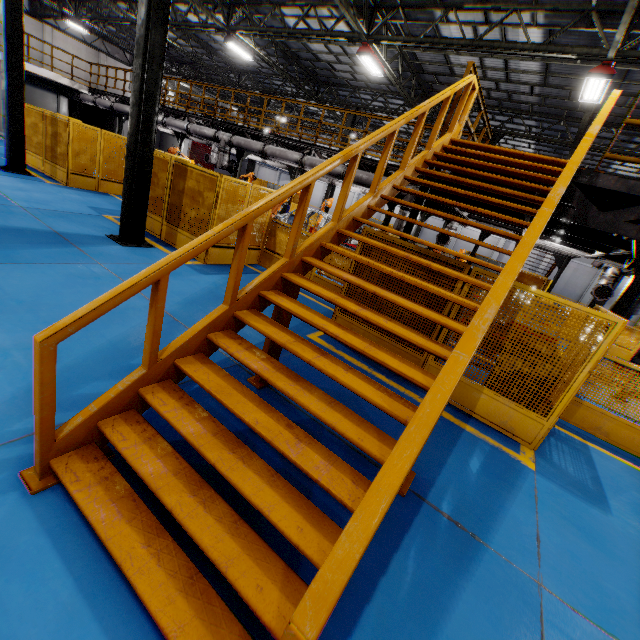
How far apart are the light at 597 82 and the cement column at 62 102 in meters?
29.5 m

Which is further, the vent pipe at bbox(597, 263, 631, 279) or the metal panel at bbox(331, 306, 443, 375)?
the vent pipe at bbox(597, 263, 631, 279)

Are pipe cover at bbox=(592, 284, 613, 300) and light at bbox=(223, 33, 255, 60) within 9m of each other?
no

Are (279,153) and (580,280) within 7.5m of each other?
no

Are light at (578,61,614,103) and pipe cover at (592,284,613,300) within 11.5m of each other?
yes

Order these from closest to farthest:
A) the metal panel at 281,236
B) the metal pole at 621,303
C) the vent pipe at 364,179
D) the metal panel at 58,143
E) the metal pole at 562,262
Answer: the metal pole at 621,303 < the metal panel at 281,236 < the vent pipe at 364,179 < the metal panel at 58,143 < the metal pole at 562,262

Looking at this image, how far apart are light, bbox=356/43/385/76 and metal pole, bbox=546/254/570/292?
11.0 meters

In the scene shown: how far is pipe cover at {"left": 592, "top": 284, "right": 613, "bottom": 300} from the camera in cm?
1120
